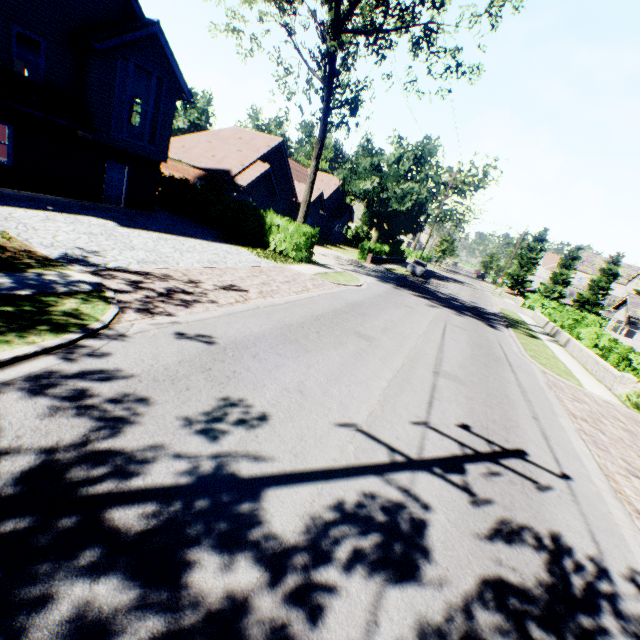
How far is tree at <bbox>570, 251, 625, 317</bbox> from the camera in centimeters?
5078cm

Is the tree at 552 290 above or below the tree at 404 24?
below

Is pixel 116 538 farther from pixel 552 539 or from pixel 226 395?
pixel 552 539

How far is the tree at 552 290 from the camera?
52.8 meters

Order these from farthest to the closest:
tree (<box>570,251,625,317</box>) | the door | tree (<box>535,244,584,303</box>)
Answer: tree (<box>535,244,584,303</box>) < tree (<box>570,251,625,317</box>) < the door

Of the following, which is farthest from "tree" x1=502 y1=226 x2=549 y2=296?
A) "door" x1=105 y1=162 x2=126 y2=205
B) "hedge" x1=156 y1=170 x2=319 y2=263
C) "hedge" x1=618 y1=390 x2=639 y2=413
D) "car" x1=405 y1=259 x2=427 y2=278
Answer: "hedge" x1=618 y1=390 x2=639 y2=413

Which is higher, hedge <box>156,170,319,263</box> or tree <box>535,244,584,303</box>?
tree <box>535,244,584,303</box>

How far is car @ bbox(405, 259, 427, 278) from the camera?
34.1 meters
